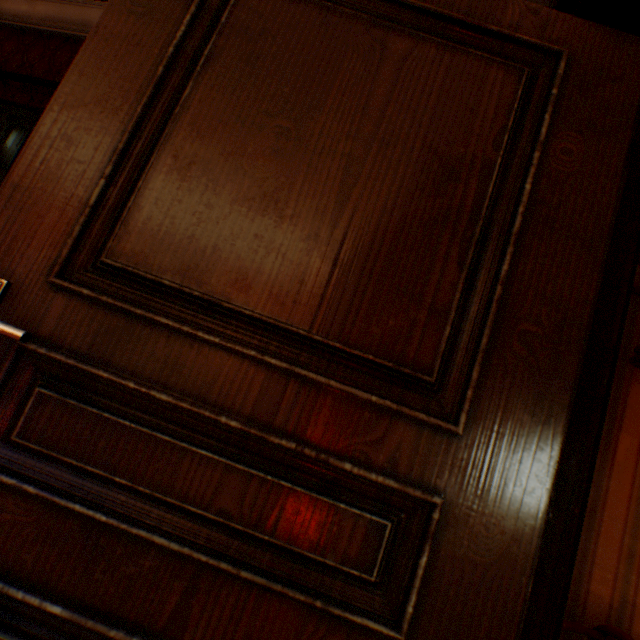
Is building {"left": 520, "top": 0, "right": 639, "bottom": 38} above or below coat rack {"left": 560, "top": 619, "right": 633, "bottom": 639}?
above

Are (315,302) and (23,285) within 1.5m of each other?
yes

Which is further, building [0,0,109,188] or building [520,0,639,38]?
building [0,0,109,188]

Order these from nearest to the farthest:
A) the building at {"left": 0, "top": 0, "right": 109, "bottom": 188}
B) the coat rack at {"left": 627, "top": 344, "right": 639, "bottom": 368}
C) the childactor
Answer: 1. the childactor
2. the coat rack at {"left": 627, "top": 344, "right": 639, "bottom": 368}
3. the building at {"left": 0, "top": 0, "right": 109, "bottom": 188}

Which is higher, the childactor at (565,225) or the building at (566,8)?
the building at (566,8)

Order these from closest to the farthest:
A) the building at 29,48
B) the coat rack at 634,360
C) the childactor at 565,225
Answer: the childactor at 565,225, the coat rack at 634,360, the building at 29,48

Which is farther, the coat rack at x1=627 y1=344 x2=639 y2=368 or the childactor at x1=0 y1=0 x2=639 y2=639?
the coat rack at x1=627 y1=344 x2=639 y2=368
